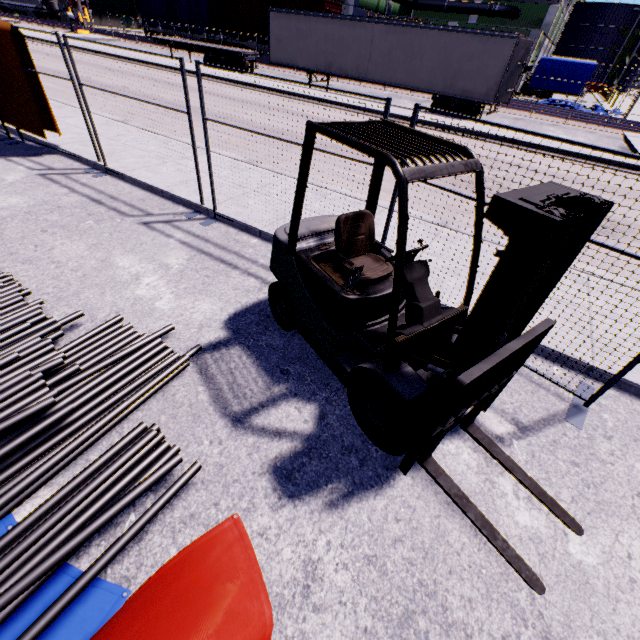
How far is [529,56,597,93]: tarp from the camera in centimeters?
2462cm

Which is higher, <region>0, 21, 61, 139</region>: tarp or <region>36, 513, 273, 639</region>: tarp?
<region>0, 21, 61, 139</region>: tarp

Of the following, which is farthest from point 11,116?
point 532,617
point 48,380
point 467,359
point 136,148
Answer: point 532,617

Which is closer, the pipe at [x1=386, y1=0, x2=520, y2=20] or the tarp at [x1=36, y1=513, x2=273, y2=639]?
the tarp at [x1=36, y1=513, x2=273, y2=639]

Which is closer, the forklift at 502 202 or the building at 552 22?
the forklift at 502 202

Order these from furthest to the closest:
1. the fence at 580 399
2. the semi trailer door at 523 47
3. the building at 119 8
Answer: the building at 119 8, the semi trailer door at 523 47, the fence at 580 399

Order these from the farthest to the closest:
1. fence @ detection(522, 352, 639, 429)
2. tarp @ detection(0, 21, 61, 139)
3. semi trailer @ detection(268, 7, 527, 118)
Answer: semi trailer @ detection(268, 7, 527, 118) → tarp @ detection(0, 21, 61, 139) → fence @ detection(522, 352, 639, 429)

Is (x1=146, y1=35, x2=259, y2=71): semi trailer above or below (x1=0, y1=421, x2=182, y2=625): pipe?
above
